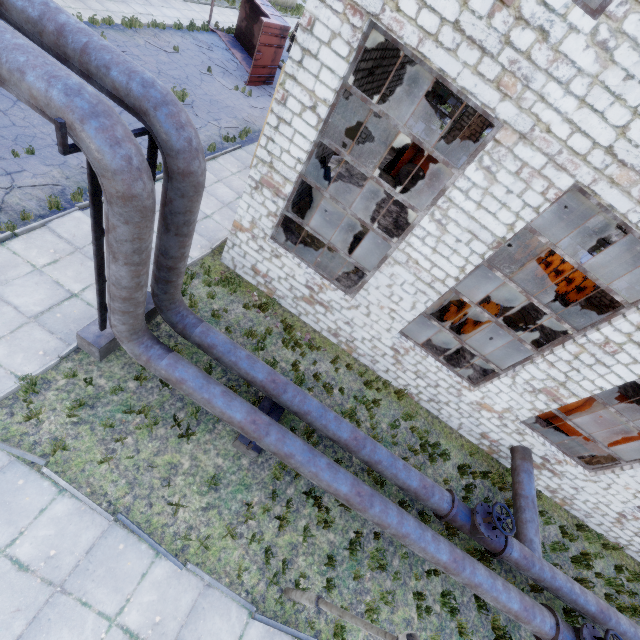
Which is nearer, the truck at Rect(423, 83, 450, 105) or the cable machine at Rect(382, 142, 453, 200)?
the cable machine at Rect(382, 142, 453, 200)

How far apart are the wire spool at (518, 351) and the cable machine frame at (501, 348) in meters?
0.0

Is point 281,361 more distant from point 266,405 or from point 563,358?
point 563,358

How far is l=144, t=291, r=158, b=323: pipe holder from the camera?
7.50m

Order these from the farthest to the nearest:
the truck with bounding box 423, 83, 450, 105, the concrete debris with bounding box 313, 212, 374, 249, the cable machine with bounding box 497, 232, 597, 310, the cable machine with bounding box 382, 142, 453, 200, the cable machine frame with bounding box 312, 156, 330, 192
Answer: the truck with bounding box 423, 83, 450, 105 < the cable machine with bounding box 497, 232, 597, 310 < the cable machine with bounding box 382, 142, 453, 200 < the concrete debris with bounding box 313, 212, 374, 249 < the cable machine frame with bounding box 312, 156, 330, 192

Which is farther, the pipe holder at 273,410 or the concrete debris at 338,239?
the concrete debris at 338,239

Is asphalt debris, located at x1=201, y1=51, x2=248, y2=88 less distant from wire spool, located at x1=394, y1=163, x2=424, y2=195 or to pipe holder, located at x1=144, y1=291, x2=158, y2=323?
wire spool, located at x1=394, y1=163, x2=424, y2=195

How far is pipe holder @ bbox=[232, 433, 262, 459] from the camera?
6.7m
